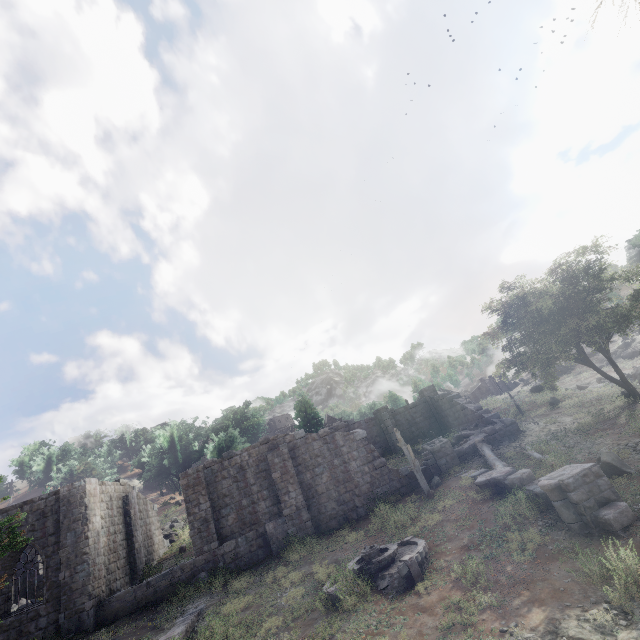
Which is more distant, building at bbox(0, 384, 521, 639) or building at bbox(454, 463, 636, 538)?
building at bbox(0, 384, 521, 639)

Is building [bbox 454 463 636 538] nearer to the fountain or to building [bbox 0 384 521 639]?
the fountain

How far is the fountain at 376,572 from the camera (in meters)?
10.23

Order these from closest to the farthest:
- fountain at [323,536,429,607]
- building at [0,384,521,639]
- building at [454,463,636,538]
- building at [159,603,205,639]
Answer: building at [454,463,636,538]
fountain at [323,536,429,607]
building at [159,603,205,639]
building at [0,384,521,639]

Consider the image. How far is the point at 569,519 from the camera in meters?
9.7

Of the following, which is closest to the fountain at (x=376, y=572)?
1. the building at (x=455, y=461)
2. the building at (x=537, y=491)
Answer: the building at (x=537, y=491)

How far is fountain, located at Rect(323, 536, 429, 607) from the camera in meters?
10.2 m

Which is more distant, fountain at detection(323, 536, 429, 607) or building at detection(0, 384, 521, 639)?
building at detection(0, 384, 521, 639)
